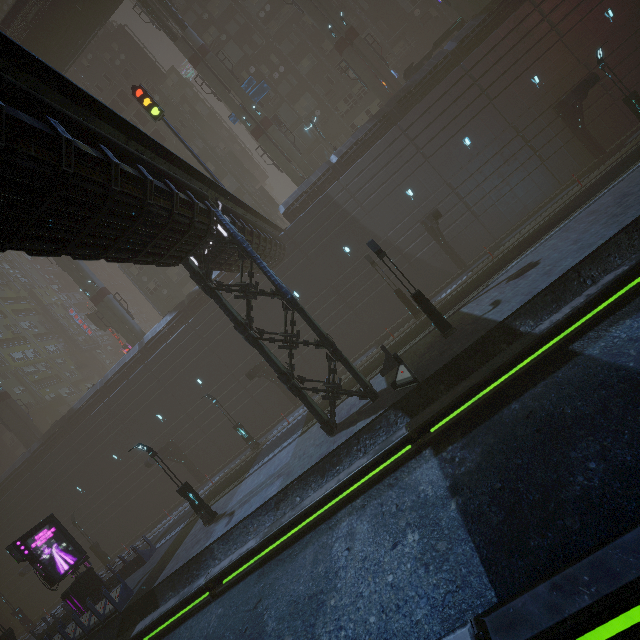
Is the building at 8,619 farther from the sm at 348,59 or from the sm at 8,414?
the sm at 348,59

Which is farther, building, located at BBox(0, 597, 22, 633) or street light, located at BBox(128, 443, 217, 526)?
building, located at BBox(0, 597, 22, 633)

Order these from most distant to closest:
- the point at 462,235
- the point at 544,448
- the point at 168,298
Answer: the point at 168,298, the point at 462,235, the point at 544,448

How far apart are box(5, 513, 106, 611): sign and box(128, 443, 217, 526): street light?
7.9 meters

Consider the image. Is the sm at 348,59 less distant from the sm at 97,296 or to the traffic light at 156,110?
the traffic light at 156,110

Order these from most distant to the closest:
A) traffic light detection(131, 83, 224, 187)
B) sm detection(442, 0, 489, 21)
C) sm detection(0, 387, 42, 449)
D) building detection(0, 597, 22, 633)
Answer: sm detection(0, 387, 42, 449) < building detection(0, 597, 22, 633) < sm detection(442, 0, 489, 21) < traffic light detection(131, 83, 224, 187)

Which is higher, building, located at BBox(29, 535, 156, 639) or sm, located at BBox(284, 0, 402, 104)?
sm, located at BBox(284, 0, 402, 104)

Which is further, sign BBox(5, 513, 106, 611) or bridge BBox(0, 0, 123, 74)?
bridge BBox(0, 0, 123, 74)
